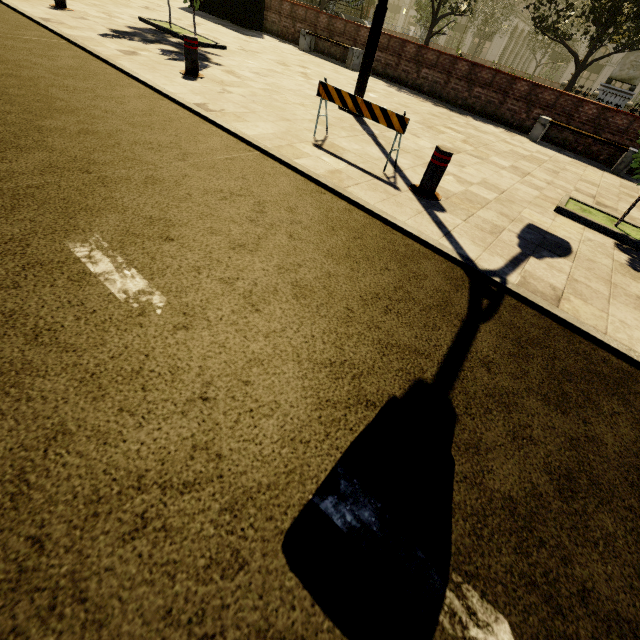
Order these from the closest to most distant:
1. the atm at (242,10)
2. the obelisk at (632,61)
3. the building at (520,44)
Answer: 1. the atm at (242,10)
2. the obelisk at (632,61)
3. the building at (520,44)

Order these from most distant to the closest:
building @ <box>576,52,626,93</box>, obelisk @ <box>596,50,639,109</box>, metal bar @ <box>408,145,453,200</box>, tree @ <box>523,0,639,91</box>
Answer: building @ <box>576,52,626,93</box>, obelisk @ <box>596,50,639,109</box>, tree @ <box>523,0,639,91</box>, metal bar @ <box>408,145,453,200</box>

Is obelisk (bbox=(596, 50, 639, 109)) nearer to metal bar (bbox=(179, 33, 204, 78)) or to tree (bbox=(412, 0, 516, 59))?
tree (bbox=(412, 0, 516, 59))

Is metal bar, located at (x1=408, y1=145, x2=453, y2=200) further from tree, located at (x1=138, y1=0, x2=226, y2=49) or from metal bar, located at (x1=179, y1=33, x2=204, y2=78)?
metal bar, located at (x1=179, y1=33, x2=204, y2=78)

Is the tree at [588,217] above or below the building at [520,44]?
below

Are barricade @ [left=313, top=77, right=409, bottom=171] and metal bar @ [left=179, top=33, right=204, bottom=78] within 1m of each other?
no

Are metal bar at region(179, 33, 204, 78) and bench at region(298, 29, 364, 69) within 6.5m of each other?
no

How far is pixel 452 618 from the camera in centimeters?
120cm
